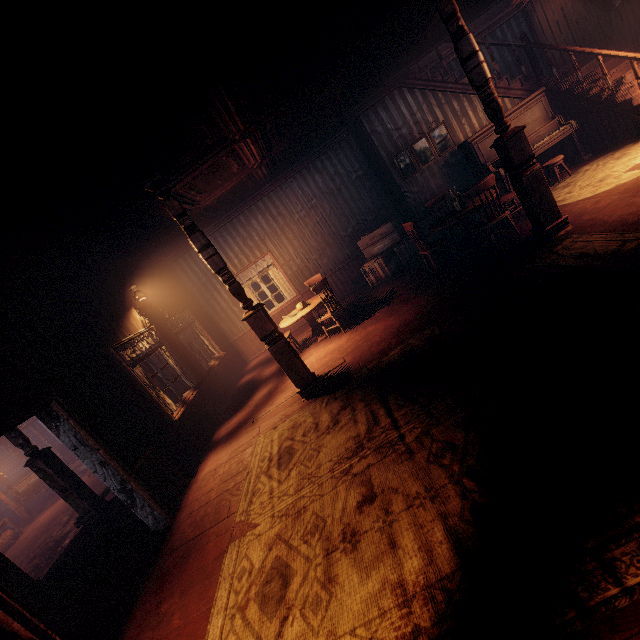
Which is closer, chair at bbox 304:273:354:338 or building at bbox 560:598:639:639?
building at bbox 560:598:639:639

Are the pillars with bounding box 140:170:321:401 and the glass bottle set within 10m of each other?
yes

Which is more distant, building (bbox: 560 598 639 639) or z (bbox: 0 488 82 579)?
z (bbox: 0 488 82 579)

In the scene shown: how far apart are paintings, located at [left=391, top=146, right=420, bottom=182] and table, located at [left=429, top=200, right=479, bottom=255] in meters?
2.2

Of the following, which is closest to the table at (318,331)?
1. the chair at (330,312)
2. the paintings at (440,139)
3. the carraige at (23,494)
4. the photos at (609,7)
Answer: the chair at (330,312)

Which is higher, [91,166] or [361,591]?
[91,166]

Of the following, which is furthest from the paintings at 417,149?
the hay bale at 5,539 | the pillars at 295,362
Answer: the hay bale at 5,539

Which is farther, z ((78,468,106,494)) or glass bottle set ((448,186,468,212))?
z ((78,468,106,494))
